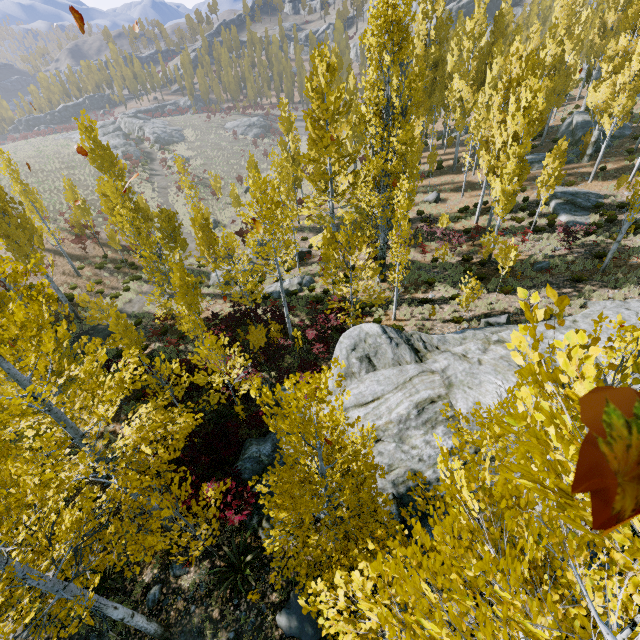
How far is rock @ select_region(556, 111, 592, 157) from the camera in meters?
29.8

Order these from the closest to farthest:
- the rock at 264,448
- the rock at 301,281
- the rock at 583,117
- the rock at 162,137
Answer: the rock at 264,448 → the rock at 301,281 → the rock at 583,117 → the rock at 162,137

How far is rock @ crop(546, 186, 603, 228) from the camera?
22.22m

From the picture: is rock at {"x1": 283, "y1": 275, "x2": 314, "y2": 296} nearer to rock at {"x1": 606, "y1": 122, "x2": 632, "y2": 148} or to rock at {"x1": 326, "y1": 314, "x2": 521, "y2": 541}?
rock at {"x1": 326, "y1": 314, "x2": 521, "y2": 541}

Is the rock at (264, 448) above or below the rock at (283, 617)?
below

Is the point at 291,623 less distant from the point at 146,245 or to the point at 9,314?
the point at 9,314

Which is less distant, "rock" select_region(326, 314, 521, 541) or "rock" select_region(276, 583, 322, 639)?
"rock" select_region(276, 583, 322, 639)

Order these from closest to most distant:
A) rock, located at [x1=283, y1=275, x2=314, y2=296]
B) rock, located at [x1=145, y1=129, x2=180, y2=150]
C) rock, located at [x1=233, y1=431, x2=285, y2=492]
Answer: rock, located at [x1=233, y1=431, x2=285, y2=492] < rock, located at [x1=283, y1=275, x2=314, y2=296] < rock, located at [x1=145, y1=129, x2=180, y2=150]
